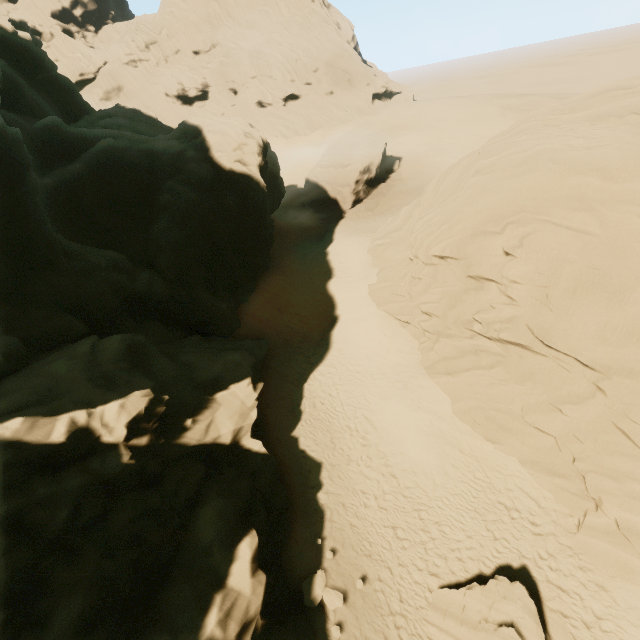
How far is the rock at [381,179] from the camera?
34.8 meters

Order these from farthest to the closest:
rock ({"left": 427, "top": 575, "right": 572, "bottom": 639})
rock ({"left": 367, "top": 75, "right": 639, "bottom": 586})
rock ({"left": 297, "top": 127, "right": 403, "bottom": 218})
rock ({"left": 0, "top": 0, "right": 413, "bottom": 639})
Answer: rock ({"left": 297, "top": 127, "right": 403, "bottom": 218})
rock ({"left": 367, "top": 75, "right": 639, "bottom": 586})
rock ({"left": 427, "top": 575, "right": 572, "bottom": 639})
rock ({"left": 0, "top": 0, "right": 413, "bottom": 639})

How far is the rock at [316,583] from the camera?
11.10m

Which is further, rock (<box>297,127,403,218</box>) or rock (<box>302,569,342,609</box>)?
rock (<box>297,127,403,218</box>)

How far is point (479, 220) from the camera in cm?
1315

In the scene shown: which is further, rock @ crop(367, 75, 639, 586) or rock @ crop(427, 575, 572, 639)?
rock @ crop(367, 75, 639, 586)

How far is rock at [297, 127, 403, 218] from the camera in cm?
3481

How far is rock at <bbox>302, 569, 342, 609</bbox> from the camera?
Result: 11.1m
